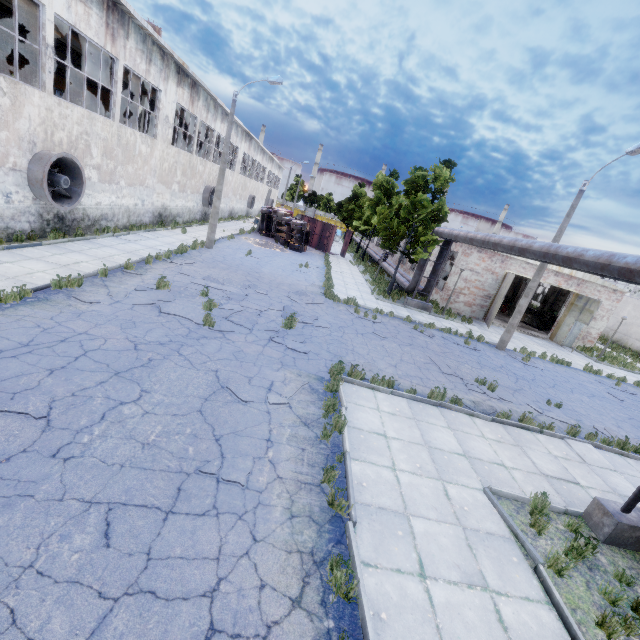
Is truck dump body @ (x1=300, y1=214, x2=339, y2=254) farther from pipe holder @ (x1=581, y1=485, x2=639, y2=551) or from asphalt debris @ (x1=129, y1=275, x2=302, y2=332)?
pipe holder @ (x1=581, y1=485, x2=639, y2=551)

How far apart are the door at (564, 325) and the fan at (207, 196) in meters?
30.4

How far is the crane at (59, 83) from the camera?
21.27m

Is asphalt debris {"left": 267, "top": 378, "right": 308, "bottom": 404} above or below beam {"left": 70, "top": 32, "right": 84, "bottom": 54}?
below

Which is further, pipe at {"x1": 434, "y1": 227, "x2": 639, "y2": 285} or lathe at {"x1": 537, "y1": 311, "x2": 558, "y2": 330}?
lathe at {"x1": 537, "y1": 311, "x2": 558, "y2": 330}

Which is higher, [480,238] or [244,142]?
[244,142]

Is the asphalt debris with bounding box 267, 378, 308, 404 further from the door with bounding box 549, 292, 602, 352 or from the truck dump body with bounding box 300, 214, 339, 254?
the truck dump body with bounding box 300, 214, 339, 254

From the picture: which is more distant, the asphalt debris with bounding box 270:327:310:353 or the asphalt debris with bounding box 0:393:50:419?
the asphalt debris with bounding box 270:327:310:353
